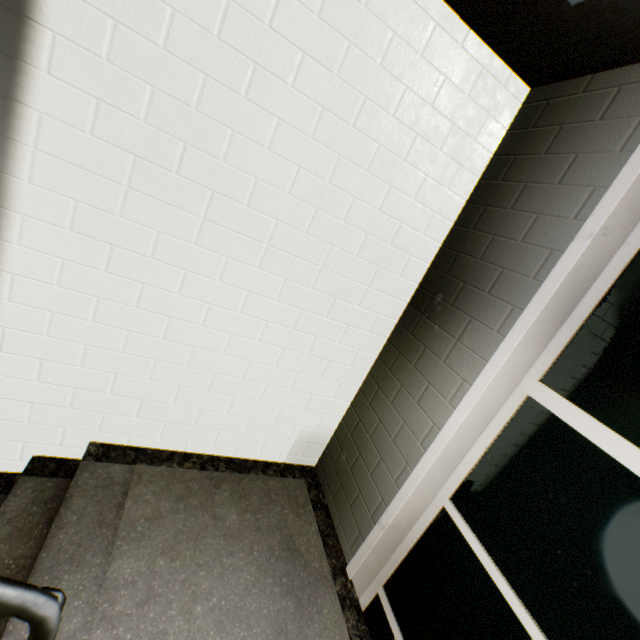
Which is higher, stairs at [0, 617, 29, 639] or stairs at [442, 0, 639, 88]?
stairs at [442, 0, 639, 88]

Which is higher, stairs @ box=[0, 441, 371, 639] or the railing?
the railing

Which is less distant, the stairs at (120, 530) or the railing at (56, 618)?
the railing at (56, 618)

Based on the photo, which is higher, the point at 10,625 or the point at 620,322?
the point at 620,322

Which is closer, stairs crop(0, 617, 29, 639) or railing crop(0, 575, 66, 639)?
railing crop(0, 575, 66, 639)
